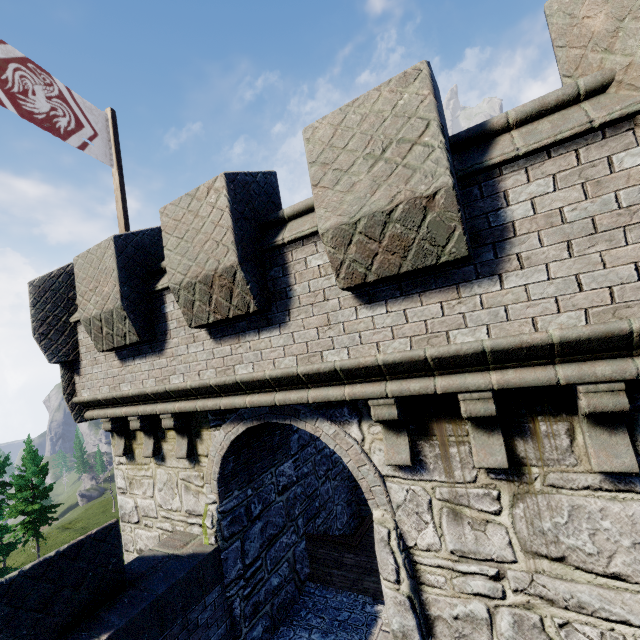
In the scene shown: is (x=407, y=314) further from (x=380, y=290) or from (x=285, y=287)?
(x=285, y=287)

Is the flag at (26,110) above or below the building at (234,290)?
above

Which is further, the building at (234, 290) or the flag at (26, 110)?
the flag at (26, 110)

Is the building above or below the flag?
below

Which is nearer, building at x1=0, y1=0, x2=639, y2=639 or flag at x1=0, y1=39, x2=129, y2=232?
building at x1=0, y1=0, x2=639, y2=639
